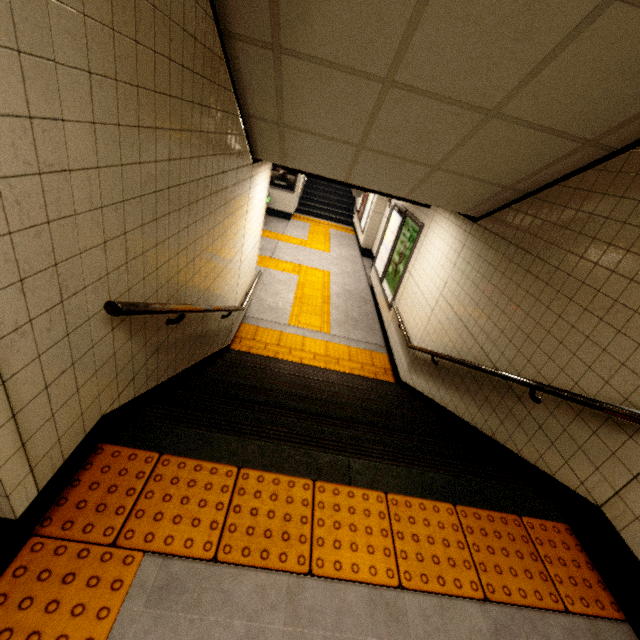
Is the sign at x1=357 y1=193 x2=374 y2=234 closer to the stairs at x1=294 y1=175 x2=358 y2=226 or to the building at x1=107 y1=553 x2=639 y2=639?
the stairs at x1=294 y1=175 x2=358 y2=226

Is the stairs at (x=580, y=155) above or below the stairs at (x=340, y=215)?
above

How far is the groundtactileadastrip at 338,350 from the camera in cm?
562

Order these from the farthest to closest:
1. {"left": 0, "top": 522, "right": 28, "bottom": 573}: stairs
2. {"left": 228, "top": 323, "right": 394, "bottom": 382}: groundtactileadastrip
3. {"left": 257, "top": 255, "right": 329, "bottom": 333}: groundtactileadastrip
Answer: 1. {"left": 257, "top": 255, "right": 329, "bottom": 333}: groundtactileadastrip
2. {"left": 228, "top": 323, "right": 394, "bottom": 382}: groundtactileadastrip
3. {"left": 0, "top": 522, "right": 28, "bottom": 573}: stairs

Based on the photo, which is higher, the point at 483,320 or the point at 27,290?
the point at 27,290

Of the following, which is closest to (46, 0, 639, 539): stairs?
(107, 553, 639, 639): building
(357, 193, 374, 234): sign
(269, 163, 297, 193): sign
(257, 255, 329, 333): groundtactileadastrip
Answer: (107, 553, 639, 639): building

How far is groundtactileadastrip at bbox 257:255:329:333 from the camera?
6.81m

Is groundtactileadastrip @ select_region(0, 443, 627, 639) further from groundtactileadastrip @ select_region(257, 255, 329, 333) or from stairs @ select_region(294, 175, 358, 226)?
stairs @ select_region(294, 175, 358, 226)
